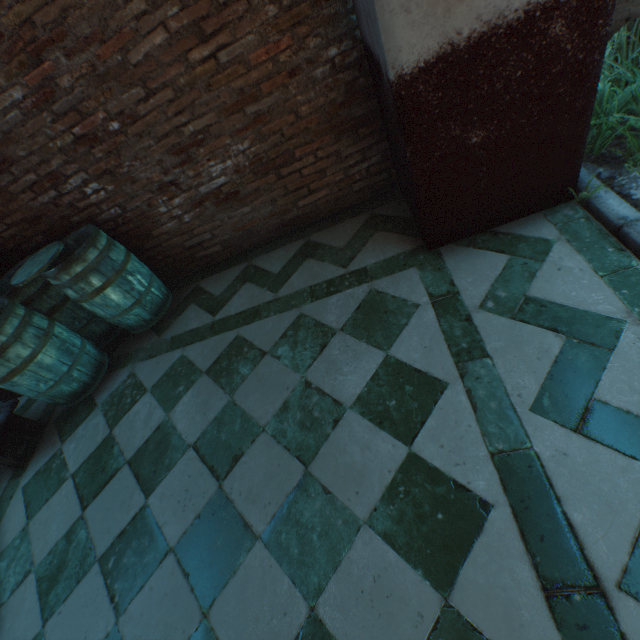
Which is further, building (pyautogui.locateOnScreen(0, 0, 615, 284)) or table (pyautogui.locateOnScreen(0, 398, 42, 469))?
table (pyautogui.locateOnScreen(0, 398, 42, 469))

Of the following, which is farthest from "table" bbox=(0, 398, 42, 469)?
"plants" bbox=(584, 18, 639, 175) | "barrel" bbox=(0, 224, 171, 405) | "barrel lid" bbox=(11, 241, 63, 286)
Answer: "plants" bbox=(584, 18, 639, 175)

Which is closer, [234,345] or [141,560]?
[141,560]

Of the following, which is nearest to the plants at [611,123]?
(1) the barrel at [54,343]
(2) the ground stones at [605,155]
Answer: (2) the ground stones at [605,155]

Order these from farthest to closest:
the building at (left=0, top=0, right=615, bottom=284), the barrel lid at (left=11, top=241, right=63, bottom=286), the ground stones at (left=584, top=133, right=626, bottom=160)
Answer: the barrel lid at (left=11, top=241, right=63, bottom=286) → the ground stones at (left=584, top=133, right=626, bottom=160) → the building at (left=0, top=0, right=615, bottom=284)

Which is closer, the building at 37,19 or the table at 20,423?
the building at 37,19

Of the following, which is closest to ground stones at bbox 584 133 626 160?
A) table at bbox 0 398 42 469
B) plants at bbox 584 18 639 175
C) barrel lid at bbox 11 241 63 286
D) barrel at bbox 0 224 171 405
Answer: plants at bbox 584 18 639 175

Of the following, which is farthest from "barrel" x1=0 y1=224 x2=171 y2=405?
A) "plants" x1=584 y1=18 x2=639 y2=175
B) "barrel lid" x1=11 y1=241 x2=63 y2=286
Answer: "plants" x1=584 y1=18 x2=639 y2=175
